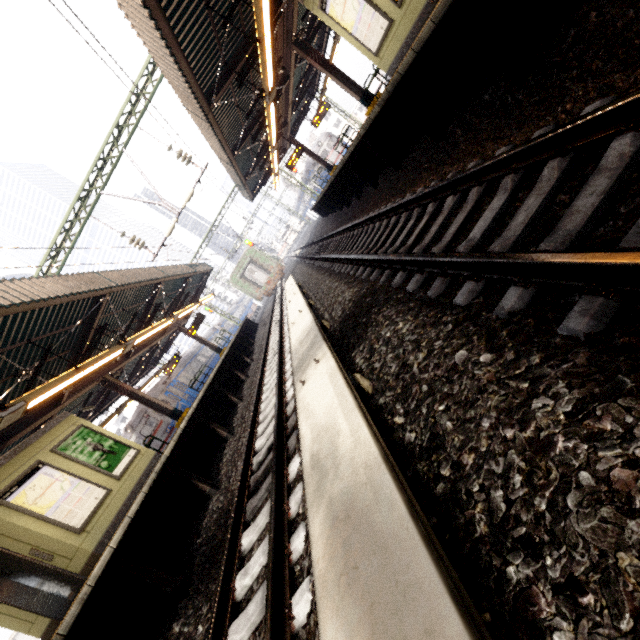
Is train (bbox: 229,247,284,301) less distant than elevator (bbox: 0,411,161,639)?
No

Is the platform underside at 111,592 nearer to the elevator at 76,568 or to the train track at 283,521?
the train track at 283,521

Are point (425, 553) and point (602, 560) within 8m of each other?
yes

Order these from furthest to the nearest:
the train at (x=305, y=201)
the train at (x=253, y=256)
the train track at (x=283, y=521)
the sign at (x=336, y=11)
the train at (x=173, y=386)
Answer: the train at (x=305, y=201) → the train at (x=253, y=256) → the train at (x=173, y=386) → the sign at (x=336, y=11) → the train track at (x=283, y=521)

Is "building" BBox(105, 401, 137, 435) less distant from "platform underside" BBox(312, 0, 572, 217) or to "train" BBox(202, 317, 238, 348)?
"train" BBox(202, 317, 238, 348)

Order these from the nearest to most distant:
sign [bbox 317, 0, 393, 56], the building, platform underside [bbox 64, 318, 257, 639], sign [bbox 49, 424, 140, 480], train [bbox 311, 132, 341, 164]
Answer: platform underside [bbox 64, 318, 257, 639] → sign [bbox 317, 0, 393, 56] → sign [bbox 49, 424, 140, 480] → train [bbox 311, 132, 341, 164] → the building

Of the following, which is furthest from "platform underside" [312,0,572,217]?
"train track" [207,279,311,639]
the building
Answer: the building

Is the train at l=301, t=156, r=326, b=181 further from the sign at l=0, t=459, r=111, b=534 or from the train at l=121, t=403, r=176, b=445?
the sign at l=0, t=459, r=111, b=534
